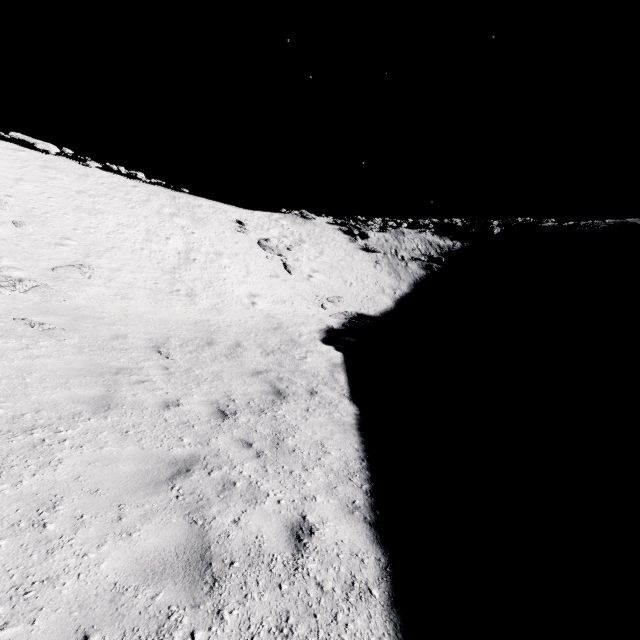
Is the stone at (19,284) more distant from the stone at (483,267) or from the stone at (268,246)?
the stone at (483,267)

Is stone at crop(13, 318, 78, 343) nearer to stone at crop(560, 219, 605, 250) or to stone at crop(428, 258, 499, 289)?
stone at crop(428, 258, 499, 289)

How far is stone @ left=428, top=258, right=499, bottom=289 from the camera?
31.2m

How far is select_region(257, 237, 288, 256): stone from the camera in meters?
28.0

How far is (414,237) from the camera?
39.5 meters

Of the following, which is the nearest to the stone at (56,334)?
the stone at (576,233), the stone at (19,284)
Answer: the stone at (19,284)

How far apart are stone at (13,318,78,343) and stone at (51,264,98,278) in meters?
4.9

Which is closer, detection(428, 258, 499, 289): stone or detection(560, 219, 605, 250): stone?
detection(428, 258, 499, 289): stone
